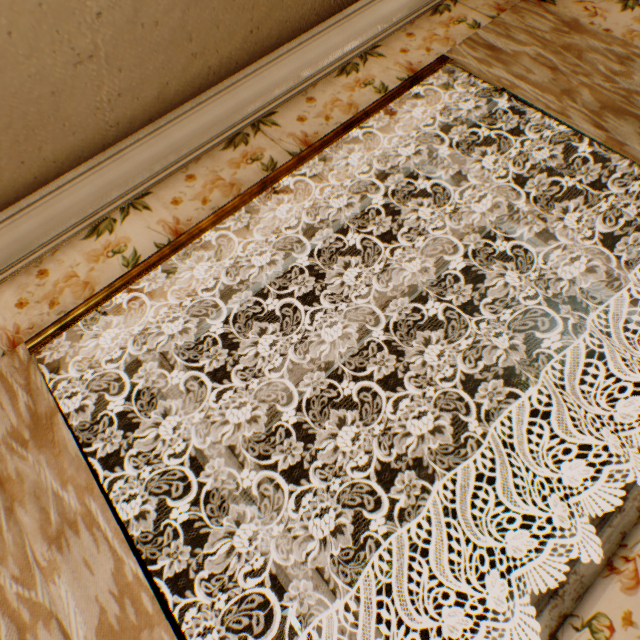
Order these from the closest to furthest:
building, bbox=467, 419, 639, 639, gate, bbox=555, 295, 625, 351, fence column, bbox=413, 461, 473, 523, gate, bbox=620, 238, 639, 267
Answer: building, bbox=467, 419, 639, 639 < fence column, bbox=413, 461, 473, 523 < gate, bbox=555, 295, 625, 351 < gate, bbox=620, 238, 639, 267

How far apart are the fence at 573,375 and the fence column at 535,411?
0.09m

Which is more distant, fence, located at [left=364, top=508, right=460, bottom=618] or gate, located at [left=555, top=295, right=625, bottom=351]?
gate, located at [left=555, top=295, right=625, bottom=351]

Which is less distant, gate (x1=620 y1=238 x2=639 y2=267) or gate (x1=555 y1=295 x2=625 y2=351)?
gate (x1=555 y1=295 x2=625 y2=351)

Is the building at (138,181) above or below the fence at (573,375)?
above

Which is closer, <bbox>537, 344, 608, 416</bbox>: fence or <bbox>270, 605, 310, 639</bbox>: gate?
<bbox>270, 605, 310, 639</bbox>: gate

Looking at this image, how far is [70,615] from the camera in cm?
90

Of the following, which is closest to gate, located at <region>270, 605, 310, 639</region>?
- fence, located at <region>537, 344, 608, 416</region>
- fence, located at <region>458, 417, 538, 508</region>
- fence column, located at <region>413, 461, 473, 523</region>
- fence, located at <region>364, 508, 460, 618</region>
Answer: fence, located at <region>364, 508, 460, 618</region>
